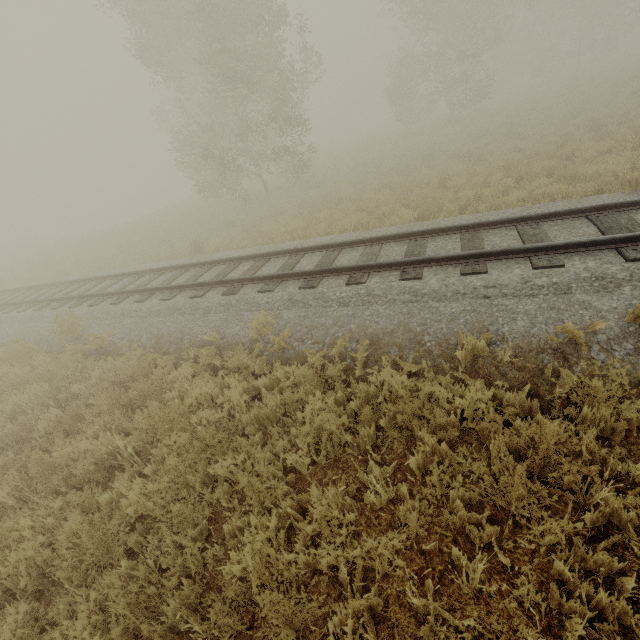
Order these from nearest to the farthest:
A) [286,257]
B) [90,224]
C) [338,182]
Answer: [286,257] < [338,182] < [90,224]
